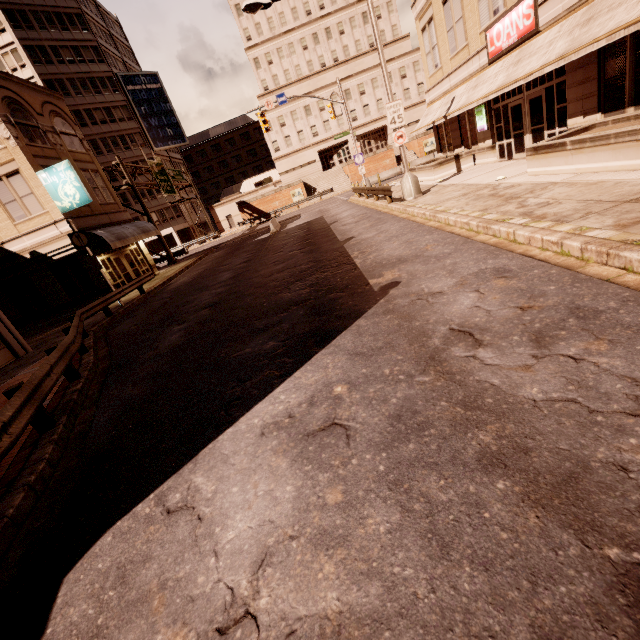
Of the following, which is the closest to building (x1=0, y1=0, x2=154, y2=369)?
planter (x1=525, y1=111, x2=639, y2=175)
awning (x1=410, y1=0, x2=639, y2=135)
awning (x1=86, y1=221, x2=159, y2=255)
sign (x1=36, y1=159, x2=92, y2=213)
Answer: awning (x1=86, y1=221, x2=159, y2=255)

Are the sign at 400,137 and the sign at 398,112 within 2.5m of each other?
yes

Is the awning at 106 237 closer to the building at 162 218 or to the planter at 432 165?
the planter at 432 165

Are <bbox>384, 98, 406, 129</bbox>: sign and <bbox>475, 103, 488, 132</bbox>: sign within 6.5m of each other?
yes

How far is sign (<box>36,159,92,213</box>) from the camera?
17.9 meters

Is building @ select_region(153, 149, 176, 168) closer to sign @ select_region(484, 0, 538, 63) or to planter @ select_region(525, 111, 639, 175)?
sign @ select_region(484, 0, 538, 63)

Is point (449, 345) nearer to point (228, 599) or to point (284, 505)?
point (284, 505)

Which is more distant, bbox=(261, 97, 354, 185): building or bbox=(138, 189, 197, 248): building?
bbox=(261, 97, 354, 185): building
